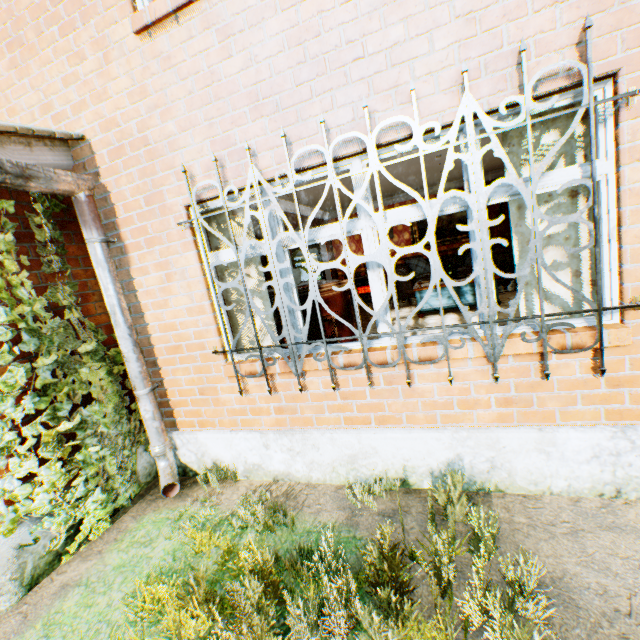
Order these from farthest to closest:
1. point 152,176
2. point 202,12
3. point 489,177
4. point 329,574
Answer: point 489,177, point 152,176, point 202,12, point 329,574

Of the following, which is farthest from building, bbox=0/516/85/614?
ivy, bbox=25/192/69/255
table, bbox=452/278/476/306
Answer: table, bbox=452/278/476/306

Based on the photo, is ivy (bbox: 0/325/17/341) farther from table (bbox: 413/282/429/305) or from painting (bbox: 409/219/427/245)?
painting (bbox: 409/219/427/245)

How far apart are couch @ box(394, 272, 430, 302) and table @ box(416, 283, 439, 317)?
1.3m

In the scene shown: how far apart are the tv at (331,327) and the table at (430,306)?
2.6m

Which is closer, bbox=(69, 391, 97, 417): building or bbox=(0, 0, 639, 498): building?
bbox=(0, 0, 639, 498): building

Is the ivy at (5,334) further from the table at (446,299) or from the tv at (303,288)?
the table at (446,299)

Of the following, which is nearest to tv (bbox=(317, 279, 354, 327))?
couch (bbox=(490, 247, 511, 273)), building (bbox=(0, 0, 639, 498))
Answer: building (bbox=(0, 0, 639, 498))
